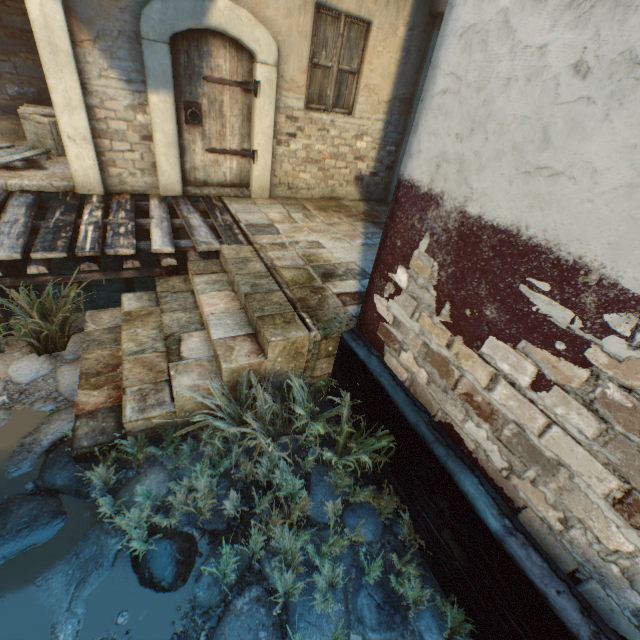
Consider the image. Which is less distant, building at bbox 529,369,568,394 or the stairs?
building at bbox 529,369,568,394

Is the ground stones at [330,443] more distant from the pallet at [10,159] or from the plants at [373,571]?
the pallet at [10,159]

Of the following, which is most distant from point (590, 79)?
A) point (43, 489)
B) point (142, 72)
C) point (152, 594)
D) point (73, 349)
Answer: point (142, 72)

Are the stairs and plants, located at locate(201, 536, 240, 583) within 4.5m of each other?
yes

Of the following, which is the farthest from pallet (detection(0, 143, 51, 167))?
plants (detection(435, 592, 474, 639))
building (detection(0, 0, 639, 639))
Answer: plants (detection(435, 592, 474, 639))

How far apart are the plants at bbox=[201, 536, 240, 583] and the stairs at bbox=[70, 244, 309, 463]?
0.0m

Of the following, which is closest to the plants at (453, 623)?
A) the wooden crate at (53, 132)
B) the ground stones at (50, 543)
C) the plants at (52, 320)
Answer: the ground stones at (50, 543)

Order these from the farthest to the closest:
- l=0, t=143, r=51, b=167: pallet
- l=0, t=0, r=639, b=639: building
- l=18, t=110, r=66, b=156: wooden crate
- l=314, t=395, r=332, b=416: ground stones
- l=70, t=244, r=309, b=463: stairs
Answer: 1. l=18, t=110, r=66, b=156: wooden crate
2. l=0, t=143, r=51, b=167: pallet
3. l=314, t=395, r=332, b=416: ground stones
4. l=70, t=244, r=309, b=463: stairs
5. l=0, t=0, r=639, b=639: building
